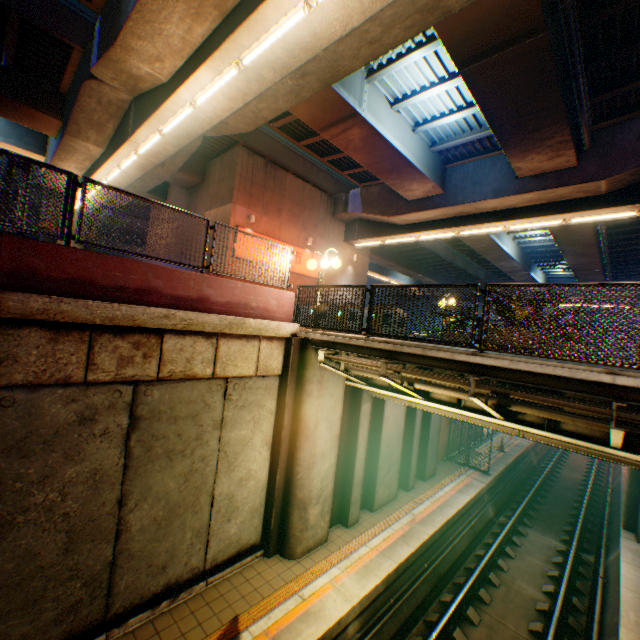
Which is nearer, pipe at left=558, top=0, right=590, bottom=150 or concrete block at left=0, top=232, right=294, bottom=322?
concrete block at left=0, top=232, right=294, bottom=322

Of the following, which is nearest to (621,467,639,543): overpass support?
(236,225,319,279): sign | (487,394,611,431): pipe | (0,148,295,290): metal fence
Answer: (0,148,295,290): metal fence

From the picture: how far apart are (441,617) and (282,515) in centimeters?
499cm

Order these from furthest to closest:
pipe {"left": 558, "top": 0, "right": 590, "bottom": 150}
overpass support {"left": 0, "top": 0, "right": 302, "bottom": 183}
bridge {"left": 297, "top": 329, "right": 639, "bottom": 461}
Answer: pipe {"left": 558, "top": 0, "right": 590, "bottom": 150}
overpass support {"left": 0, "top": 0, "right": 302, "bottom": 183}
bridge {"left": 297, "top": 329, "right": 639, "bottom": 461}

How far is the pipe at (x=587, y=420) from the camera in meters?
5.4

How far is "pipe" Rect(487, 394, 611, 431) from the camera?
5.43m

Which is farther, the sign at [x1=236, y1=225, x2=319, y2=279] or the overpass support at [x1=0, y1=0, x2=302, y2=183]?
the sign at [x1=236, y1=225, x2=319, y2=279]

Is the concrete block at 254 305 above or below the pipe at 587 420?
above
